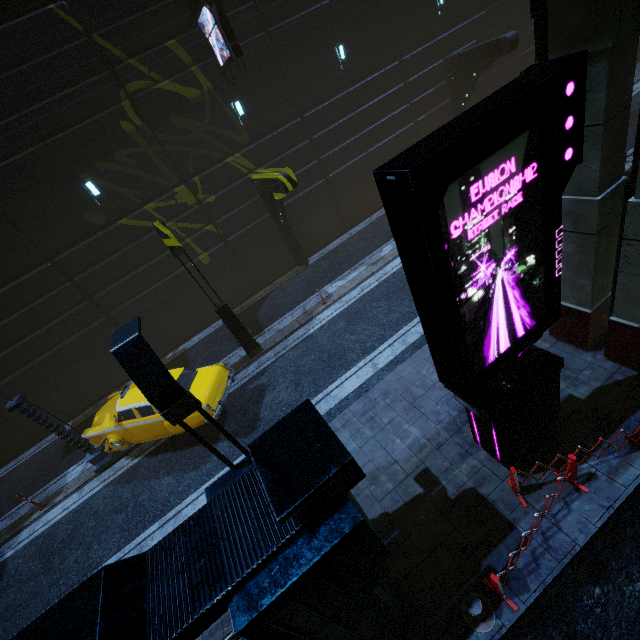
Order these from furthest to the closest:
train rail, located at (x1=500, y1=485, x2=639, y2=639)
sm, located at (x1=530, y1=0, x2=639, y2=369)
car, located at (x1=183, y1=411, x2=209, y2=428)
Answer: car, located at (x1=183, y1=411, x2=209, y2=428)
train rail, located at (x1=500, y1=485, x2=639, y2=639)
sm, located at (x1=530, y1=0, x2=639, y2=369)

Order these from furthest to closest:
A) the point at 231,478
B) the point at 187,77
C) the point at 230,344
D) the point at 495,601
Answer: the point at 230,344, the point at 187,77, the point at 495,601, the point at 231,478

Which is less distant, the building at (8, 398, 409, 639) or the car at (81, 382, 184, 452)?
the building at (8, 398, 409, 639)

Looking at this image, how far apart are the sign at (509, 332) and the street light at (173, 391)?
2.9m

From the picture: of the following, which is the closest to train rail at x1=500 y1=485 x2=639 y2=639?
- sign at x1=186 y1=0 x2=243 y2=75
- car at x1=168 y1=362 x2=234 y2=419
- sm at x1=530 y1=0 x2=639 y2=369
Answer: sm at x1=530 y1=0 x2=639 y2=369

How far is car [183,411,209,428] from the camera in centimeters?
899cm

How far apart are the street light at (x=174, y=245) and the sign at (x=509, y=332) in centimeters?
813cm

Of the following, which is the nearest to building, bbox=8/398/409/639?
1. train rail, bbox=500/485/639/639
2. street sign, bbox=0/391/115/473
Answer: train rail, bbox=500/485/639/639
